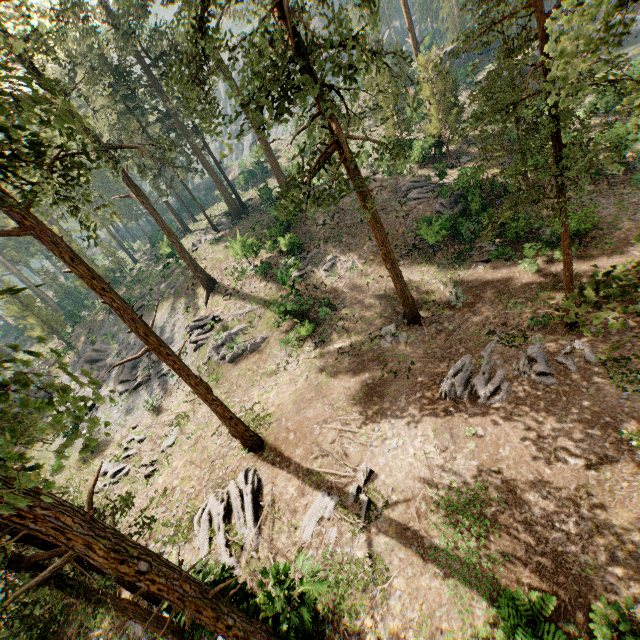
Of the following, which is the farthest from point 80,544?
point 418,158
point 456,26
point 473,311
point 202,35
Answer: point 456,26

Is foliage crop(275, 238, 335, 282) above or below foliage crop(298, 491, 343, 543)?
above

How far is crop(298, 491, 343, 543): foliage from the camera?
12.5 meters

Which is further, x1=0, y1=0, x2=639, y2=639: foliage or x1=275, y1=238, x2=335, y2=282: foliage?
x1=275, y1=238, x2=335, y2=282: foliage

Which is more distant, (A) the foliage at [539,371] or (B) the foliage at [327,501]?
(A) the foliage at [539,371]

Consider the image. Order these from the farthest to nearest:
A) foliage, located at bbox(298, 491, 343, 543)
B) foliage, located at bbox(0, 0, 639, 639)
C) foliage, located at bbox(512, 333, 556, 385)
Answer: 1. foliage, located at bbox(512, 333, 556, 385)
2. foliage, located at bbox(298, 491, 343, 543)
3. foliage, located at bbox(0, 0, 639, 639)
